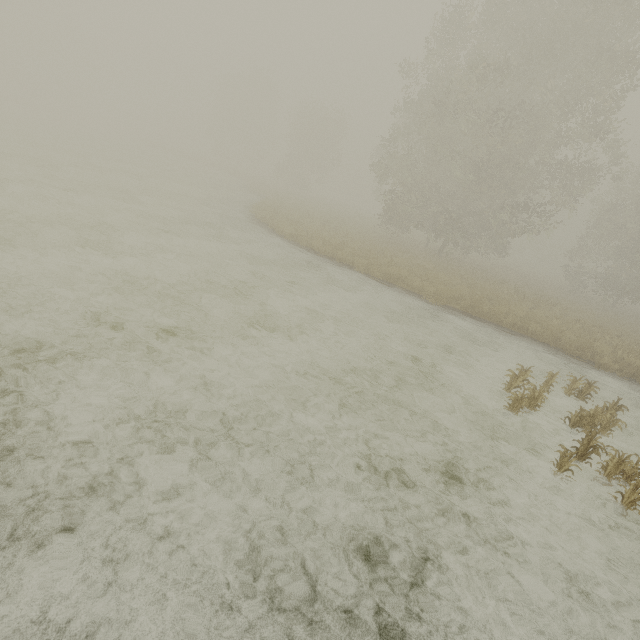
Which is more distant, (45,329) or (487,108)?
(487,108)
